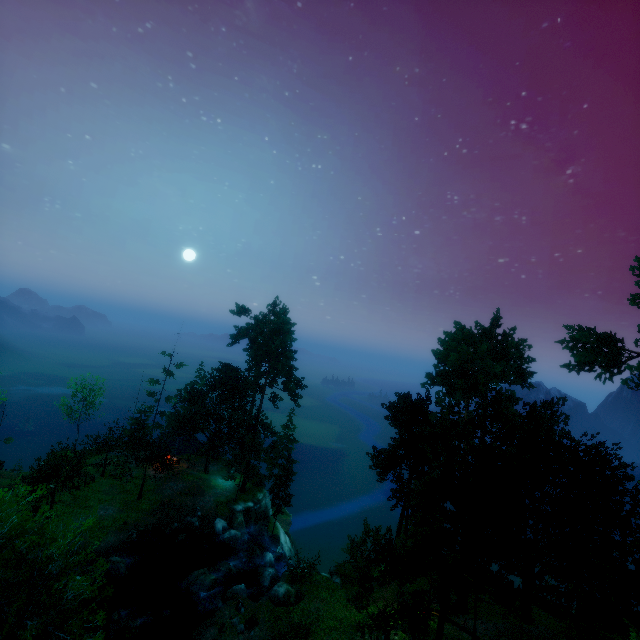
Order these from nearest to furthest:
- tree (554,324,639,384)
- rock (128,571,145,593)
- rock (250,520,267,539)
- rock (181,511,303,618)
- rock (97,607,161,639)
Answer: rock (97,607,161,639), rock (181,511,303,618), rock (128,571,145,593), tree (554,324,639,384), rock (250,520,267,539)

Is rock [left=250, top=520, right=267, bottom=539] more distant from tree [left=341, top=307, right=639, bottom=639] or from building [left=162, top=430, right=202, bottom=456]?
building [left=162, top=430, right=202, bottom=456]

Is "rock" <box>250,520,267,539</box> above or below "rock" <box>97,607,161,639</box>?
below

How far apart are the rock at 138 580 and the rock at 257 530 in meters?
12.5

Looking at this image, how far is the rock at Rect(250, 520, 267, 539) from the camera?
38.25m

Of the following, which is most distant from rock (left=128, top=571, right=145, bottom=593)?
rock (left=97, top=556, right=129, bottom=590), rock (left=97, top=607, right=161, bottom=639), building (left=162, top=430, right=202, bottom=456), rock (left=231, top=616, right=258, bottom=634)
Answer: building (left=162, top=430, right=202, bottom=456)

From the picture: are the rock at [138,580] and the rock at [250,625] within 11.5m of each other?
yes

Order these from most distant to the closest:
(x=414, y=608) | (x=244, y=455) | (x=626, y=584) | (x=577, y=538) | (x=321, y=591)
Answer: (x=244, y=455), (x=577, y=538), (x=321, y=591), (x=626, y=584), (x=414, y=608)
